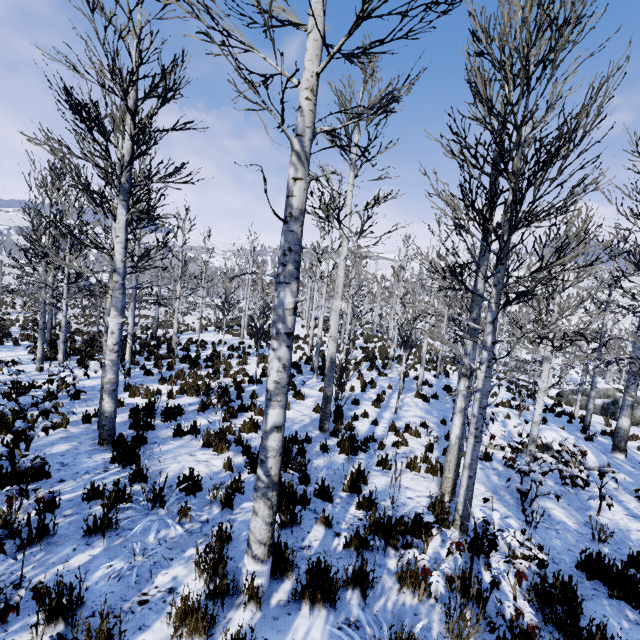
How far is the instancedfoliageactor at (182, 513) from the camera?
4.11m

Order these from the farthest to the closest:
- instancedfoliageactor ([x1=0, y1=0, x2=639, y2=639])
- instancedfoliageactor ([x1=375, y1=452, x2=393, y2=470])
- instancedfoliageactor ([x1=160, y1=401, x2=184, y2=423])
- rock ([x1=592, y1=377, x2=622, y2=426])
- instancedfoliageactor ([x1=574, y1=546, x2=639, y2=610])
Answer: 1. rock ([x1=592, y1=377, x2=622, y2=426])
2. instancedfoliageactor ([x1=160, y1=401, x2=184, y2=423])
3. instancedfoliageactor ([x1=375, y1=452, x2=393, y2=470])
4. instancedfoliageactor ([x1=574, y1=546, x2=639, y2=610])
5. instancedfoliageactor ([x1=0, y1=0, x2=639, y2=639])

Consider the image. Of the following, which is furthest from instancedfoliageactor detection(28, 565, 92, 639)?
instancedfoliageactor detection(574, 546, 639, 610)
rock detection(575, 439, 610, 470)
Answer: instancedfoliageactor detection(574, 546, 639, 610)

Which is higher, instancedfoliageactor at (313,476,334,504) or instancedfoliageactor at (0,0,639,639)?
instancedfoliageactor at (0,0,639,639)

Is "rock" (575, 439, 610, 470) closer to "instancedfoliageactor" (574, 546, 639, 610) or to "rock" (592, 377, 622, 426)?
"instancedfoliageactor" (574, 546, 639, 610)

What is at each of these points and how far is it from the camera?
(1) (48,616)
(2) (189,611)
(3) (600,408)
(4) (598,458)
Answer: (1) instancedfoliageactor, 2.6m
(2) instancedfoliageactor, 2.8m
(3) rock, 22.2m
(4) rock, 9.1m
